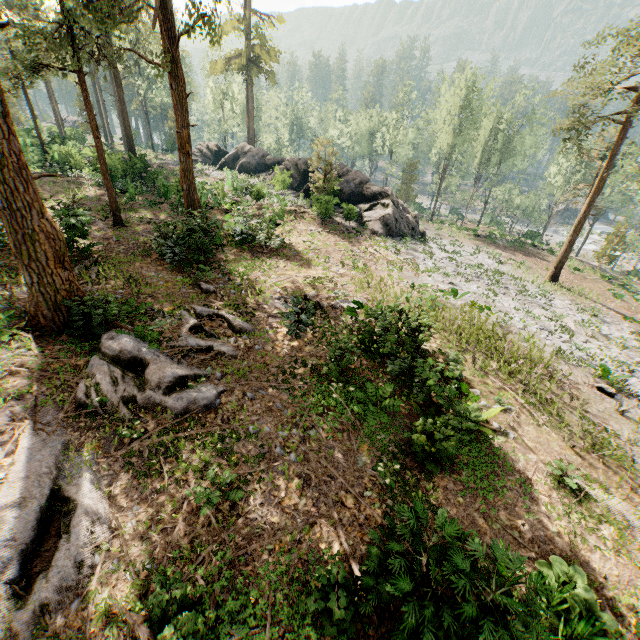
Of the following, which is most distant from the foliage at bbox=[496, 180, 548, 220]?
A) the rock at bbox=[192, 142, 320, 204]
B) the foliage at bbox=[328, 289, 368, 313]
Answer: the foliage at bbox=[328, 289, 368, 313]

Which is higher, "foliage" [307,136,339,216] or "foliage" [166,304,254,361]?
"foliage" [307,136,339,216]

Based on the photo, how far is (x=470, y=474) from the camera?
8.18m

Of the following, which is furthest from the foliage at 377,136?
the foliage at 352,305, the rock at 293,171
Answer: the foliage at 352,305

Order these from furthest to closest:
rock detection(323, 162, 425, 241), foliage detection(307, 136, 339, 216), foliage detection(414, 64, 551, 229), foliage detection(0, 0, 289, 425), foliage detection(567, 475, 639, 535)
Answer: foliage detection(414, 64, 551, 229), rock detection(323, 162, 425, 241), foliage detection(307, 136, 339, 216), foliage detection(0, 0, 289, 425), foliage detection(567, 475, 639, 535)

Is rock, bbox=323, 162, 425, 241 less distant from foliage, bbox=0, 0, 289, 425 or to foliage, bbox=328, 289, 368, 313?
foliage, bbox=0, 0, 289, 425
